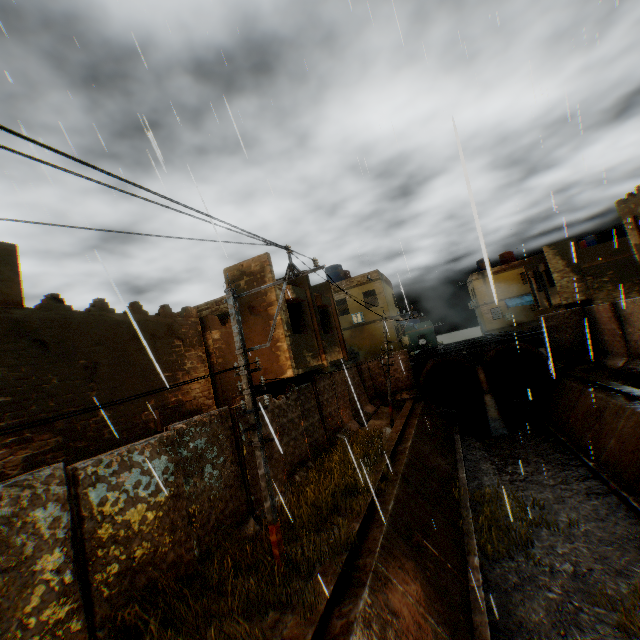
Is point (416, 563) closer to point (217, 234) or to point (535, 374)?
point (217, 234)

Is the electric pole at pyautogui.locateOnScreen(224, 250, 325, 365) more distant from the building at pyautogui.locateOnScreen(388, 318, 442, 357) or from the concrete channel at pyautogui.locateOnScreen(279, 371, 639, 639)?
the building at pyautogui.locateOnScreen(388, 318, 442, 357)

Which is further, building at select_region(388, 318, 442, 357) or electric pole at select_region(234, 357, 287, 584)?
building at select_region(388, 318, 442, 357)

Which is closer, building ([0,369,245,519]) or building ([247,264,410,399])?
building ([0,369,245,519])

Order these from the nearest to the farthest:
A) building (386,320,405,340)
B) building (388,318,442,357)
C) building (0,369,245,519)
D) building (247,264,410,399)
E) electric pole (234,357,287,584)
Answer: building (0,369,245,519) → electric pole (234,357,287,584) → building (247,264,410,399) → building (386,320,405,340) → building (388,318,442,357)

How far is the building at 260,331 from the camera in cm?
1240

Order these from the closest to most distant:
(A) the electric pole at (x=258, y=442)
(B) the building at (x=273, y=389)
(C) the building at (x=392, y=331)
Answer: (A) the electric pole at (x=258, y=442) → (B) the building at (x=273, y=389) → (C) the building at (x=392, y=331)

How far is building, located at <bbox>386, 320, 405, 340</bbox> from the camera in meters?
25.0
